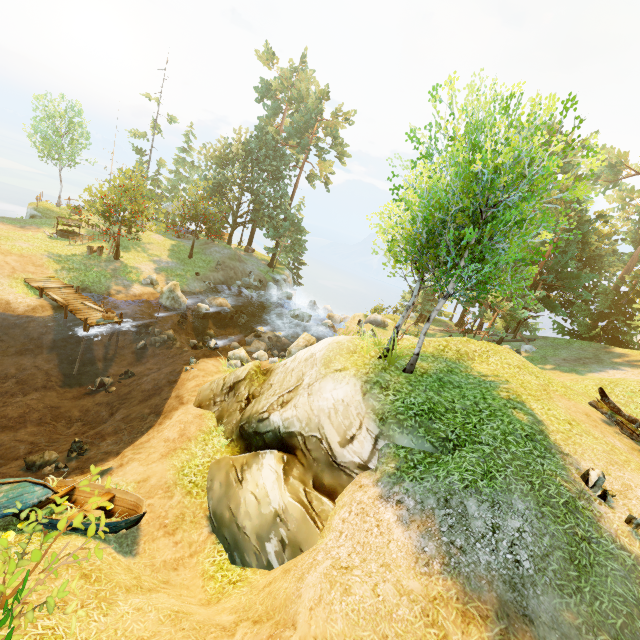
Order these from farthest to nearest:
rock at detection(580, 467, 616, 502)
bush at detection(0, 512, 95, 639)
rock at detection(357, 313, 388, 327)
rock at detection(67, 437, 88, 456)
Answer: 1. rock at detection(357, 313, 388, 327)
2. rock at detection(67, 437, 88, 456)
3. rock at detection(580, 467, 616, 502)
4. bush at detection(0, 512, 95, 639)

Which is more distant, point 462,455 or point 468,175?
point 468,175

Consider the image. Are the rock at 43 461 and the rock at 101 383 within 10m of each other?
yes

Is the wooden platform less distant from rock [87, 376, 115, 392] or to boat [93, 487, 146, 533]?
rock [87, 376, 115, 392]

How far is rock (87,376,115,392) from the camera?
16.8 meters

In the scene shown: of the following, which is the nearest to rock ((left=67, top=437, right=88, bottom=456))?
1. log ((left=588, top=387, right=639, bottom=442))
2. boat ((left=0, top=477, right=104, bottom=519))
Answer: boat ((left=0, top=477, right=104, bottom=519))

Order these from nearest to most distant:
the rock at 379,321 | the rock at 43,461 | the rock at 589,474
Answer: the rock at 589,474 < the rock at 43,461 < the rock at 379,321

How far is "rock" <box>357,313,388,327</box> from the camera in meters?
28.8 m
